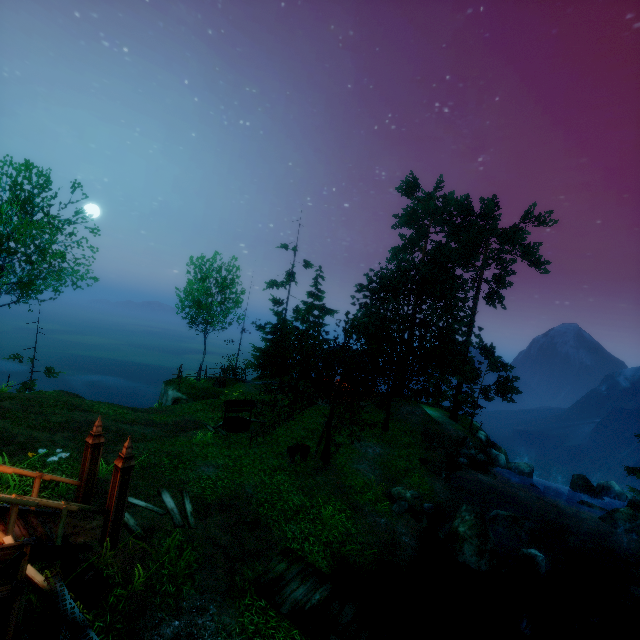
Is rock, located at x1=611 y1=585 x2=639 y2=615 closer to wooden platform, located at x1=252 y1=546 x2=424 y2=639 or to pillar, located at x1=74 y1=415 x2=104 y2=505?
wooden platform, located at x1=252 y1=546 x2=424 y2=639

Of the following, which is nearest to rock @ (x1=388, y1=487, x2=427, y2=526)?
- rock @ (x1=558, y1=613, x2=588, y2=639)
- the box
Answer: Result: rock @ (x1=558, y1=613, x2=588, y2=639)

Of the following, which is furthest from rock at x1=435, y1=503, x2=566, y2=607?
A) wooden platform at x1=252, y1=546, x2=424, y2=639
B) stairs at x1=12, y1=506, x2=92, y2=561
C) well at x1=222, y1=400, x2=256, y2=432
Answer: stairs at x1=12, y1=506, x2=92, y2=561

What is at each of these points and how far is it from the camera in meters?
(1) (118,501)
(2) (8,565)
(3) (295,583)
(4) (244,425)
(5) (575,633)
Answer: (1) pillar, 7.4 m
(2) hammer, 3.5 m
(3) wooden platform, 8.6 m
(4) well, 18.0 m
(5) rock, 11.2 m

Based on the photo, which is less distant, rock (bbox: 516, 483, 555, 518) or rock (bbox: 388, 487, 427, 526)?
rock (bbox: 388, 487, 427, 526)

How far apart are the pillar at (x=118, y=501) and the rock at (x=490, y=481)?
20.9 meters

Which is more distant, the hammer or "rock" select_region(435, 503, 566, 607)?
"rock" select_region(435, 503, 566, 607)

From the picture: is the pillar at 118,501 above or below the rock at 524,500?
above
